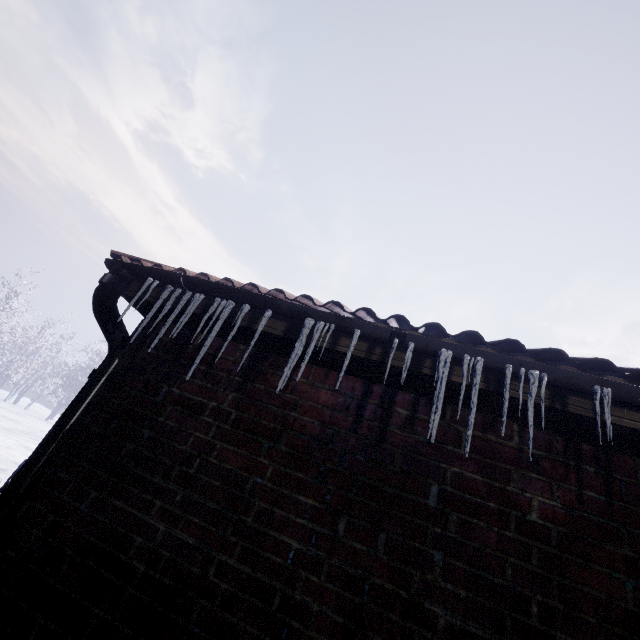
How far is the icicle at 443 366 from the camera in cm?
99

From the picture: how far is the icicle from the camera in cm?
99

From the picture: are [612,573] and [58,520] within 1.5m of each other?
no
